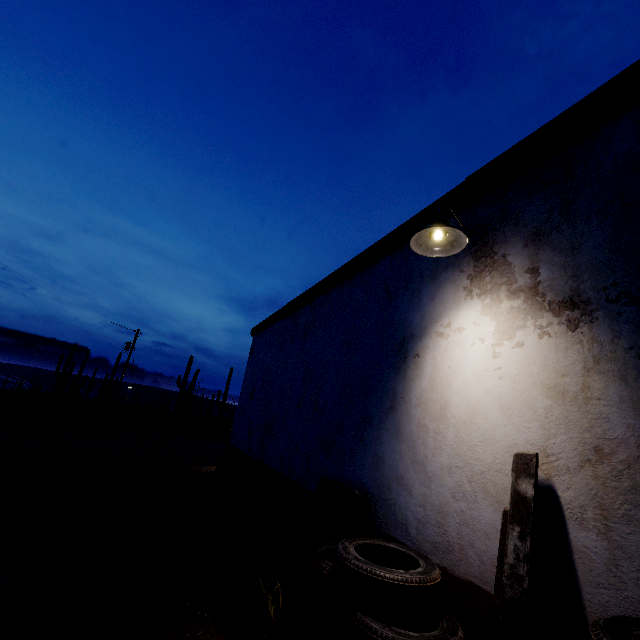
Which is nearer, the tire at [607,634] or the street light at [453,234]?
the tire at [607,634]

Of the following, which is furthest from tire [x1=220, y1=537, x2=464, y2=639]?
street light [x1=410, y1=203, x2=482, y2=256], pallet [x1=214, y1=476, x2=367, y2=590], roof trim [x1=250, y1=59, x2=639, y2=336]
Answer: roof trim [x1=250, y1=59, x2=639, y2=336]

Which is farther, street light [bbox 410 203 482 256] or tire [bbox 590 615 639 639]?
street light [bbox 410 203 482 256]

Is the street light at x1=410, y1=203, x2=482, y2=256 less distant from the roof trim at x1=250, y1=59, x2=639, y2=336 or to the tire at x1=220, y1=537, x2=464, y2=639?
the roof trim at x1=250, y1=59, x2=639, y2=336

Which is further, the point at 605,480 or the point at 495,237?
the point at 495,237

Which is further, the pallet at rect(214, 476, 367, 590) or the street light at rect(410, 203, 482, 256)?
the pallet at rect(214, 476, 367, 590)

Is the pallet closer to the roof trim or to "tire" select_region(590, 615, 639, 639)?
"tire" select_region(590, 615, 639, 639)

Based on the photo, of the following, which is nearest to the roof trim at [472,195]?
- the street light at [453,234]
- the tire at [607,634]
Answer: the street light at [453,234]
